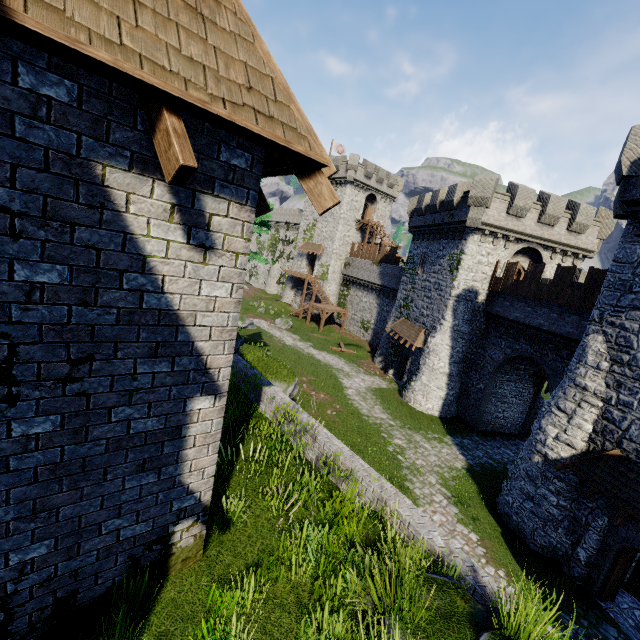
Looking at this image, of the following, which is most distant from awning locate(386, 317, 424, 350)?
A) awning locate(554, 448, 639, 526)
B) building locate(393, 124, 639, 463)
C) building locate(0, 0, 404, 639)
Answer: building locate(0, 0, 404, 639)

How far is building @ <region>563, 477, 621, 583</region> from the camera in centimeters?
1167cm

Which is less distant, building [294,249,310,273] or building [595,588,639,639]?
building [595,588,639,639]

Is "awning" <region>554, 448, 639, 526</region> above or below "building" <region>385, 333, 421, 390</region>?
above

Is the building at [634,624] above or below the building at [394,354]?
below

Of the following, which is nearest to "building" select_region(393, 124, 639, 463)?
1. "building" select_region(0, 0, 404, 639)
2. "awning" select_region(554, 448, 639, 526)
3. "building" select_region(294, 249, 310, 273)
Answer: "awning" select_region(554, 448, 639, 526)

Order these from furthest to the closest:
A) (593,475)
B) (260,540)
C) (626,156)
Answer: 1. (626,156)
2. (593,475)
3. (260,540)

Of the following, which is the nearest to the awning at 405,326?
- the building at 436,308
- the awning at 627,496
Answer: the building at 436,308
